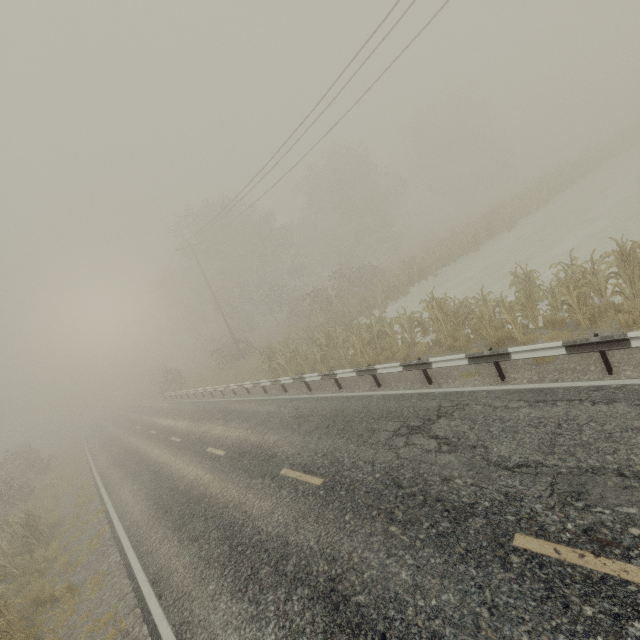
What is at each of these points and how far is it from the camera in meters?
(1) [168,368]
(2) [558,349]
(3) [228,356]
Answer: (1) tree, 49.2 m
(2) guardrail, 6.5 m
(3) tree, 31.2 m

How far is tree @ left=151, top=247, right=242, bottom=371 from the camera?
31.8 meters

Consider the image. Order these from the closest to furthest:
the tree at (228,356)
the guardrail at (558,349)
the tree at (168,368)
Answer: the guardrail at (558,349) < the tree at (228,356) < the tree at (168,368)

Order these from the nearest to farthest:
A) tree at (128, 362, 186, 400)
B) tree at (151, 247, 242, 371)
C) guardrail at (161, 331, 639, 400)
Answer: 1. guardrail at (161, 331, 639, 400)
2. tree at (151, 247, 242, 371)
3. tree at (128, 362, 186, 400)

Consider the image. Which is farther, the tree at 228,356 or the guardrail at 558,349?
the tree at 228,356

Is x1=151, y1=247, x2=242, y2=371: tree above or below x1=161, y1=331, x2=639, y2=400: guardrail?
above
